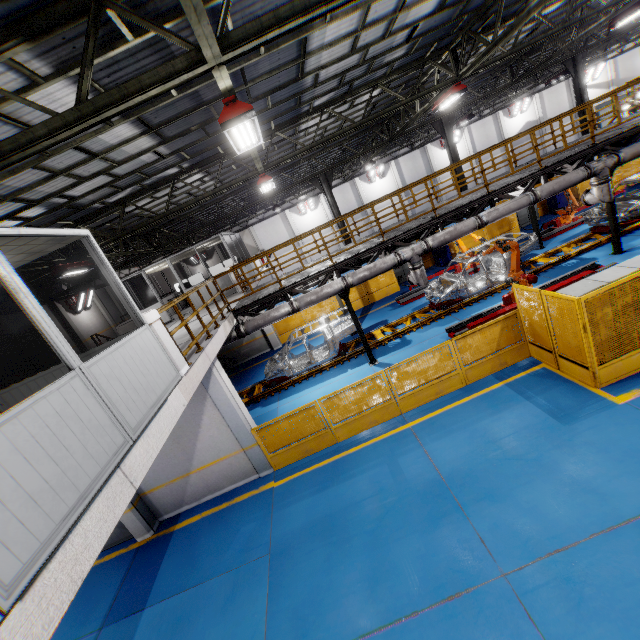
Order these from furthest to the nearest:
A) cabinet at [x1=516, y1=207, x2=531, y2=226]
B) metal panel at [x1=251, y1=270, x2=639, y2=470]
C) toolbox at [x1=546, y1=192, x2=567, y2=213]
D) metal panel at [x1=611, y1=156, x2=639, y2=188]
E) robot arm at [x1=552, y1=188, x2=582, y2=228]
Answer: cabinet at [x1=516, y1=207, x2=531, y2=226] < toolbox at [x1=546, y1=192, x2=567, y2=213] < metal panel at [x1=611, y1=156, x2=639, y2=188] < robot arm at [x1=552, y1=188, x2=582, y2=228] < metal panel at [x1=251, y1=270, x2=639, y2=470]

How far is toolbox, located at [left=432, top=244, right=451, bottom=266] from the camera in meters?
19.8

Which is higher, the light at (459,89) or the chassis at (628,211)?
the light at (459,89)

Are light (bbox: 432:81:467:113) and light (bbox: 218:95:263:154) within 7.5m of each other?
no

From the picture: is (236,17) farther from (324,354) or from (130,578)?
(130,578)

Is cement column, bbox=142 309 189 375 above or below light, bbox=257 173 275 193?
below

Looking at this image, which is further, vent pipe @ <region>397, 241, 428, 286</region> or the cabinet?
the cabinet

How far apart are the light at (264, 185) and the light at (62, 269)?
7.0 meters
